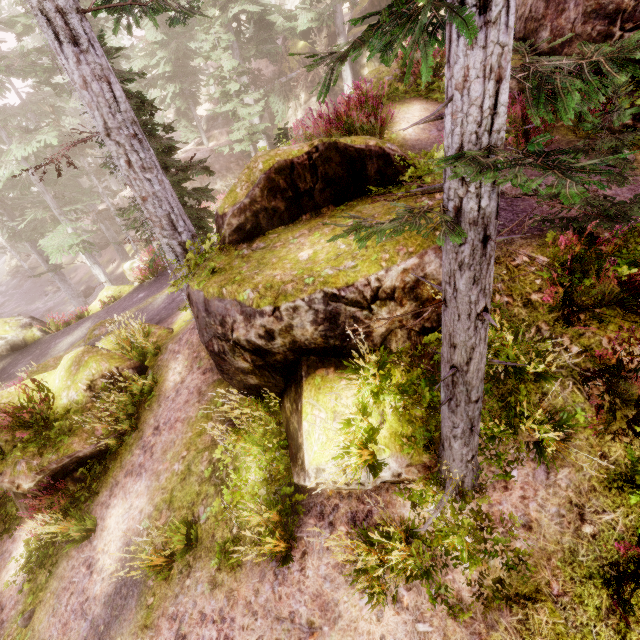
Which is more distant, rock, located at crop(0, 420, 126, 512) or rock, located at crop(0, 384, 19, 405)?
rock, located at crop(0, 384, 19, 405)

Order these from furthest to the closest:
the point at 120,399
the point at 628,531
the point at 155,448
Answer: the point at 120,399 → the point at 155,448 → the point at 628,531

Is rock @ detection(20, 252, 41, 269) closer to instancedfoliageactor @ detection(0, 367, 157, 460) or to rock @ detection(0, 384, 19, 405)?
instancedfoliageactor @ detection(0, 367, 157, 460)

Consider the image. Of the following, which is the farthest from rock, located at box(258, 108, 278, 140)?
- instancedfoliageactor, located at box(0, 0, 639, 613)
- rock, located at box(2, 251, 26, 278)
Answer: rock, located at box(2, 251, 26, 278)

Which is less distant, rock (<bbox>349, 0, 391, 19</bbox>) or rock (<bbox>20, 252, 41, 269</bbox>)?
rock (<bbox>349, 0, 391, 19</bbox>)

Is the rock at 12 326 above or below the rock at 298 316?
below

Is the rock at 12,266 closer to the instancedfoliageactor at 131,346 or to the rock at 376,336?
the instancedfoliageactor at 131,346
